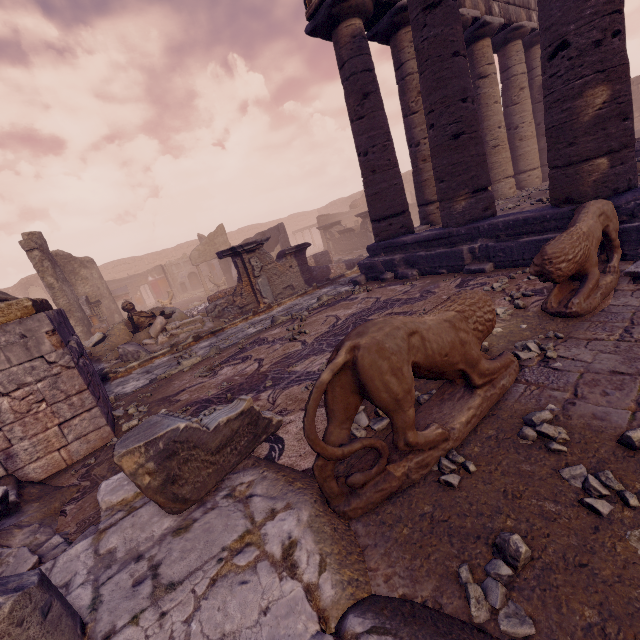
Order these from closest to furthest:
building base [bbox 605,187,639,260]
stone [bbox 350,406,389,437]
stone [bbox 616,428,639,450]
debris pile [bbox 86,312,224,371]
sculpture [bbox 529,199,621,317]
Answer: stone [bbox 616,428,639,450] < stone [bbox 350,406,389,437] < sculpture [bbox 529,199,621,317] < building base [bbox 605,187,639,260] < debris pile [bbox 86,312,224,371]

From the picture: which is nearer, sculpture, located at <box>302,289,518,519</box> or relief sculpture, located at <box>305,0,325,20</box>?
sculpture, located at <box>302,289,518,519</box>

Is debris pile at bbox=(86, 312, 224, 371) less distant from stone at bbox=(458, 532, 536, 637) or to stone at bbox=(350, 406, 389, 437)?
stone at bbox=(350, 406, 389, 437)

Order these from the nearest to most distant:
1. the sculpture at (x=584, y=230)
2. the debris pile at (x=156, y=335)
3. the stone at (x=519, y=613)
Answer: Result:
1. the stone at (x=519, y=613)
2. the sculpture at (x=584, y=230)
3. the debris pile at (x=156, y=335)

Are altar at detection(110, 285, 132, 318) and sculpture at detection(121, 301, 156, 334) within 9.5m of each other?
yes

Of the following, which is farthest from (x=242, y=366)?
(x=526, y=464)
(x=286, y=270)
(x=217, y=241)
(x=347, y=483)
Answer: (x=217, y=241)

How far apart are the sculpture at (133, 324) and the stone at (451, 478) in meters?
9.9 m

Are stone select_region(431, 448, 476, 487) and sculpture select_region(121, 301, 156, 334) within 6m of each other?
no
